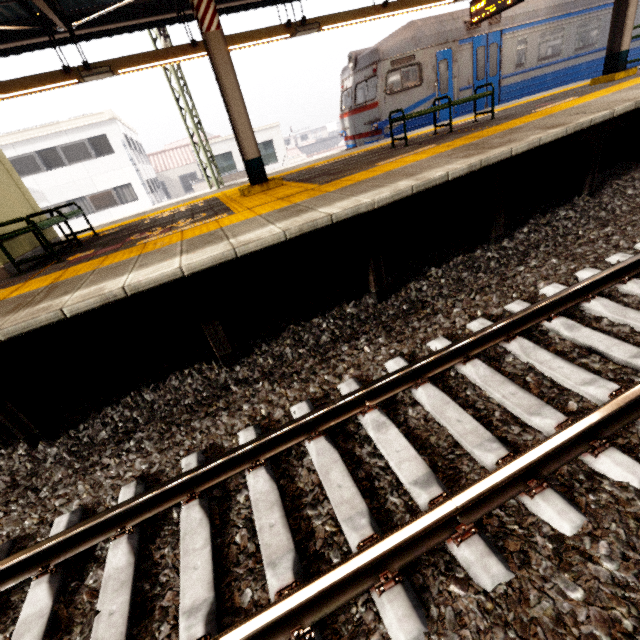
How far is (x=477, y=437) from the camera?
2.24m

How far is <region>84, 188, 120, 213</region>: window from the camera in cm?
2155

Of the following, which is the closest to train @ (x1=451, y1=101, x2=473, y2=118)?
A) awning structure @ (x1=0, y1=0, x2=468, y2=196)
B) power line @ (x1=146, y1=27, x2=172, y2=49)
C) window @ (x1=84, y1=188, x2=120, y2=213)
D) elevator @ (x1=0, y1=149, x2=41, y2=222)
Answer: awning structure @ (x1=0, y1=0, x2=468, y2=196)

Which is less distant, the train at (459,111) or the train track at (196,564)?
the train track at (196,564)

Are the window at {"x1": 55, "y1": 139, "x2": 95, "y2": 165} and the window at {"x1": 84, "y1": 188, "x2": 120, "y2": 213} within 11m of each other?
yes

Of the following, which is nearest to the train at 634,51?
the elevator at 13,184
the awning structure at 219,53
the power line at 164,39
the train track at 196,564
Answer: the awning structure at 219,53

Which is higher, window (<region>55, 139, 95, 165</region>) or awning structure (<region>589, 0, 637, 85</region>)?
window (<region>55, 139, 95, 165</region>)

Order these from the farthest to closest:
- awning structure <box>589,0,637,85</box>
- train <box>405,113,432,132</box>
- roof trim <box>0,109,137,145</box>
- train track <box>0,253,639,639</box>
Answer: roof trim <box>0,109,137,145</box> < train <box>405,113,432,132</box> < awning structure <box>589,0,637,85</box> < train track <box>0,253,639,639</box>
